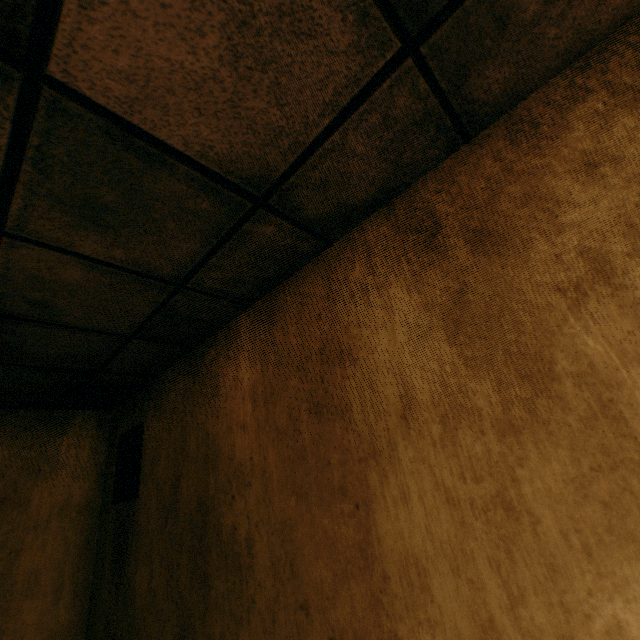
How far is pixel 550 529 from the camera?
0.8 meters

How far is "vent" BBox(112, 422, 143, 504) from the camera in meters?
2.5 m

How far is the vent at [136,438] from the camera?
2.5m
